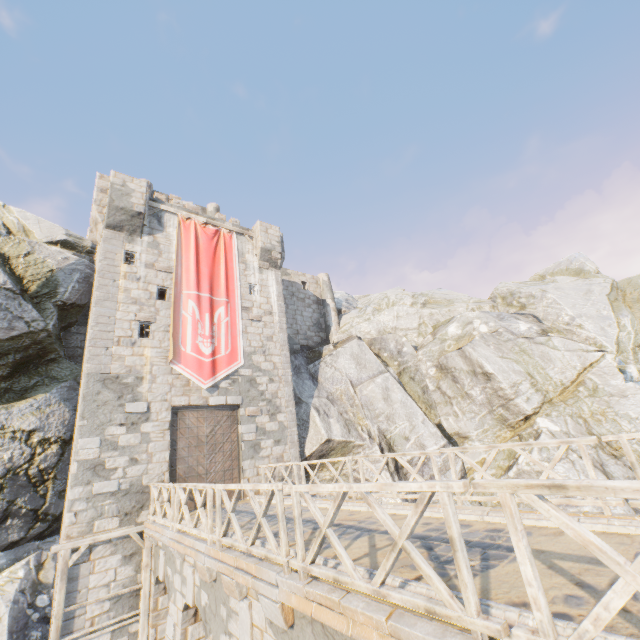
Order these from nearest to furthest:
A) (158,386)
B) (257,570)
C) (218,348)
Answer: (257,570), (158,386), (218,348)

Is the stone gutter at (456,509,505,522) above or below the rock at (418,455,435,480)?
above

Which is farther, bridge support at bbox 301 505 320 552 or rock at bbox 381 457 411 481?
rock at bbox 381 457 411 481

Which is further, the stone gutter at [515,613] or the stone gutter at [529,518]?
the stone gutter at [529,518]

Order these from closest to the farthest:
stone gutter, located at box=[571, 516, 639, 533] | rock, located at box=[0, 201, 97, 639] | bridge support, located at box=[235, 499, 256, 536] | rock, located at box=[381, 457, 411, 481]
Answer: stone gutter, located at box=[571, 516, 639, 533], bridge support, located at box=[235, 499, 256, 536], rock, located at box=[0, 201, 97, 639], rock, located at box=[381, 457, 411, 481]

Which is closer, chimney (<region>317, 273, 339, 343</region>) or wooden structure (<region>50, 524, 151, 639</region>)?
wooden structure (<region>50, 524, 151, 639</region>)

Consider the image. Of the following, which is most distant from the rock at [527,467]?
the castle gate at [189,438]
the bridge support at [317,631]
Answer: the castle gate at [189,438]

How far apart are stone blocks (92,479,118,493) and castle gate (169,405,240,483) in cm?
157
